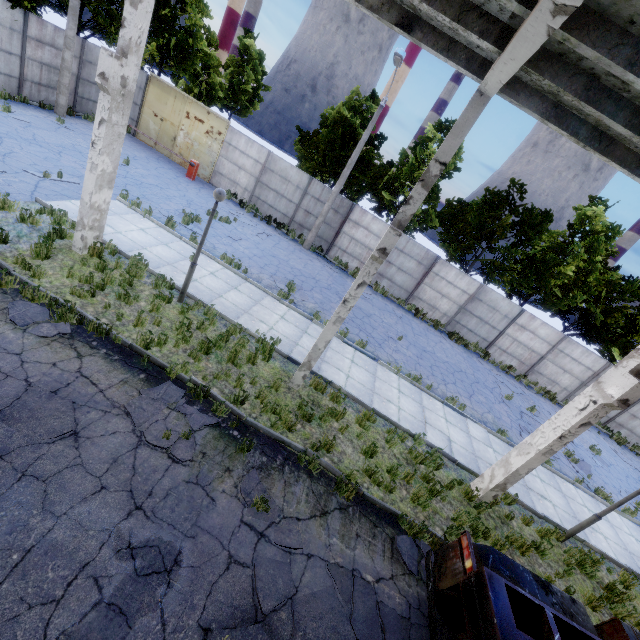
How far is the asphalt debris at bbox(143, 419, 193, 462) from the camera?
5.6m

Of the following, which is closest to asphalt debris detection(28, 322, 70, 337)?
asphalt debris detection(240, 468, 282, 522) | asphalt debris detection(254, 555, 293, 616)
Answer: asphalt debris detection(240, 468, 282, 522)

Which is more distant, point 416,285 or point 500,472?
point 416,285

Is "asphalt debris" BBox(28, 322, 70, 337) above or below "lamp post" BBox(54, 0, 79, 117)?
below

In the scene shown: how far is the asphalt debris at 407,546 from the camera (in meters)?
6.16

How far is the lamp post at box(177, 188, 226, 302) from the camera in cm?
780

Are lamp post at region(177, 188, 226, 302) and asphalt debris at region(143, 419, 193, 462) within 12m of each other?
yes

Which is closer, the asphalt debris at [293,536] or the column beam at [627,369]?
the asphalt debris at [293,536]
